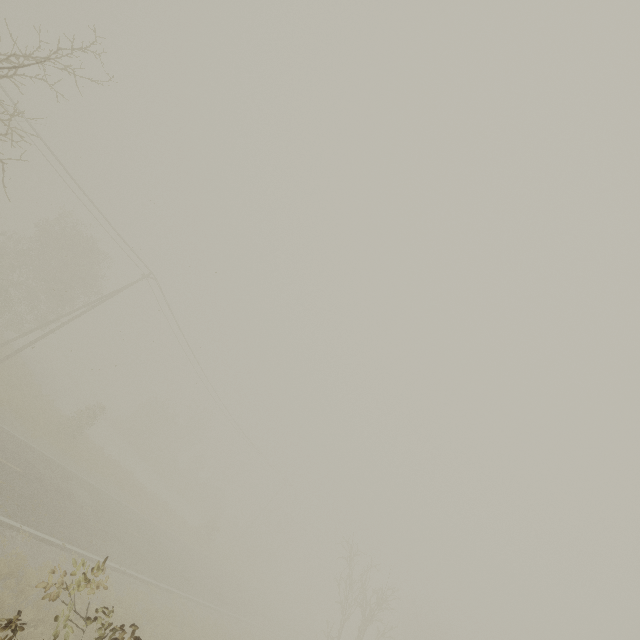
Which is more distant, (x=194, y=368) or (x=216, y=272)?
(x=194, y=368)
